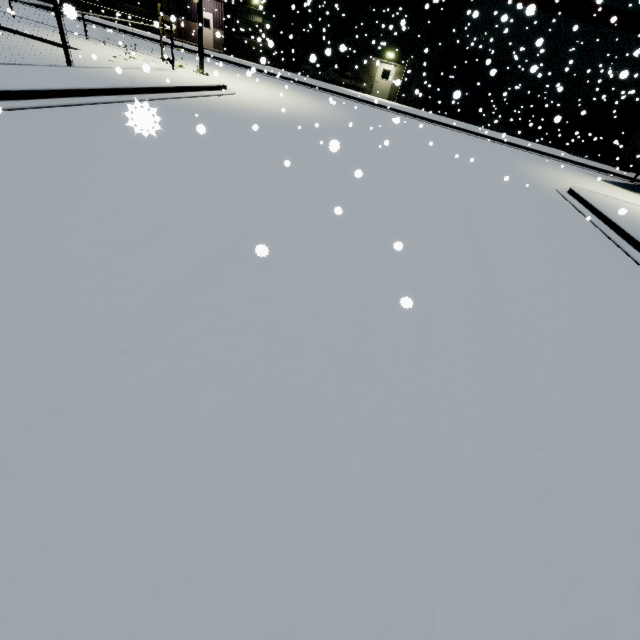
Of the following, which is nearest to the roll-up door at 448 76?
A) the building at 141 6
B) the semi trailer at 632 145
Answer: the building at 141 6

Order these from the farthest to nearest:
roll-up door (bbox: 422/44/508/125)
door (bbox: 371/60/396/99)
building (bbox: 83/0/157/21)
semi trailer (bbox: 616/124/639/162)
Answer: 1. building (bbox: 83/0/157/21)
2. door (bbox: 371/60/396/99)
3. roll-up door (bbox: 422/44/508/125)
4. semi trailer (bbox: 616/124/639/162)

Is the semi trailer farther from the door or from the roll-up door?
the door

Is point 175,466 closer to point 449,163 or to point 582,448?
point 582,448

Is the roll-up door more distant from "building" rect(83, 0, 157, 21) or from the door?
the door

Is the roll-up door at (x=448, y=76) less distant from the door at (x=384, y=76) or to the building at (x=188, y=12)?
the building at (x=188, y=12)

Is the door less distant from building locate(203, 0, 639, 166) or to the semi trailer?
building locate(203, 0, 639, 166)

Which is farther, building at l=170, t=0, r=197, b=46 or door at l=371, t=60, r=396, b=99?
building at l=170, t=0, r=197, b=46
